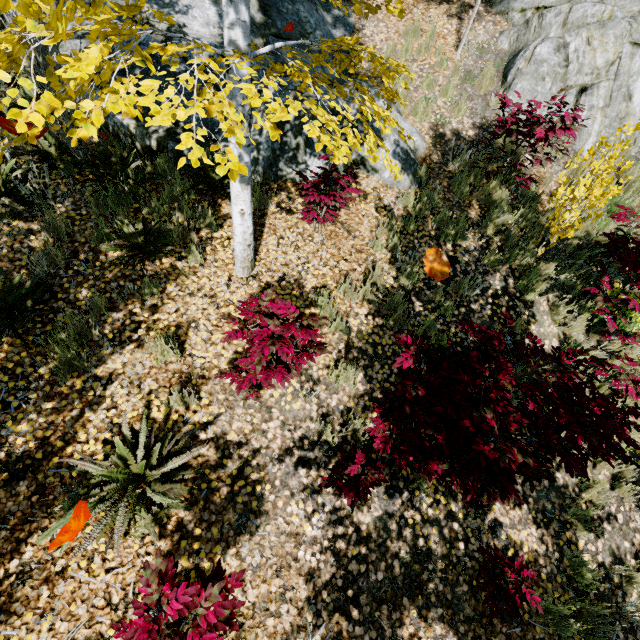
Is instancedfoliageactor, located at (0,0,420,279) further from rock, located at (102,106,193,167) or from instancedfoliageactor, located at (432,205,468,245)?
instancedfoliageactor, located at (432,205,468,245)

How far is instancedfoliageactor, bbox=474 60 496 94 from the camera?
6.8m

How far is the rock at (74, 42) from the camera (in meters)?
4.71

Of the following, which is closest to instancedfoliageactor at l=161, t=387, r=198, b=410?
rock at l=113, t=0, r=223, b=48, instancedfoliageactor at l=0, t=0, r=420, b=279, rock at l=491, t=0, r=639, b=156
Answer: rock at l=113, t=0, r=223, b=48

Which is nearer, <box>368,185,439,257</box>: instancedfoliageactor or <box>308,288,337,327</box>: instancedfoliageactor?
<box>308,288,337,327</box>: instancedfoliageactor

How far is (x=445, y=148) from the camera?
6.3 meters

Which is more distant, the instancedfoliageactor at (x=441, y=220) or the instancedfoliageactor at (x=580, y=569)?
the instancedfoliageactor at (x=441, y=220)
